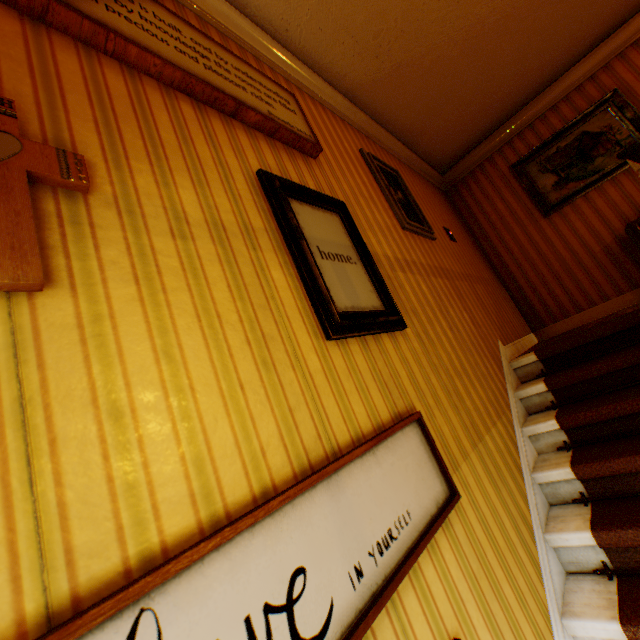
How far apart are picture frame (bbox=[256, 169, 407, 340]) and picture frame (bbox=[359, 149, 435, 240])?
1.0 meters

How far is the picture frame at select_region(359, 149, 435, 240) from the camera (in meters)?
3.08

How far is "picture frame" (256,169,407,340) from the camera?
1.5 meters

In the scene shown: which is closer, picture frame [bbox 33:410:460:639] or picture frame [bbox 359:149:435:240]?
picture frame [bbox 33:410:460:639]

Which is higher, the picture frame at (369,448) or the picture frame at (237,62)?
the picture frame at (237,62)

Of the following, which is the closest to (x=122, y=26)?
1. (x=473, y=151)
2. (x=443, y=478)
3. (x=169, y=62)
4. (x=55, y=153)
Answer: (x=169, y=62)

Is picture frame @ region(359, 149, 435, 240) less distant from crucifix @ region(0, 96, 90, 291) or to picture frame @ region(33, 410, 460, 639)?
picture frame @ region(33, 410, 460, 639)

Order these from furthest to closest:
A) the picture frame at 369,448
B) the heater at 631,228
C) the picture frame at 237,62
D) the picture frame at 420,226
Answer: the heater at 631,228, the picture frame at 420,226, the picture frame at 237,62, the picture frame at 369,448
